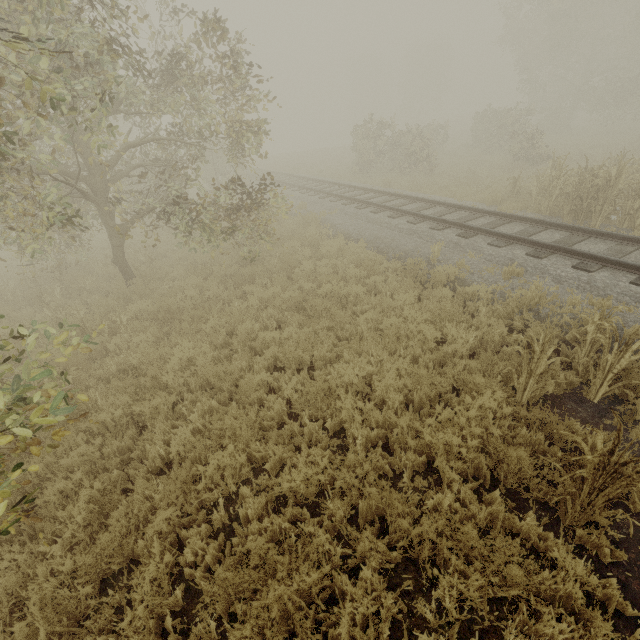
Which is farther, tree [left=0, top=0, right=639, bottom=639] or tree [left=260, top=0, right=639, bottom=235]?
tree [left=260, top=0, right=639, bottom=235]

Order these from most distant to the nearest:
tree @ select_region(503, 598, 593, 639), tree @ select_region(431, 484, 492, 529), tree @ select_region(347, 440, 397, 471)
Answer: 1. tree @ select_region(347, 440, 397, 471)
2. tree @ select_region(431, 484, 492, 529)
3. tree @ select_region(503, 598, 593, 639)

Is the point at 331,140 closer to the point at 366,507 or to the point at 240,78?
the point at 240,78

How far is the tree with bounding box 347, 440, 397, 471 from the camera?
3.97m

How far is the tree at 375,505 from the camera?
3.41m

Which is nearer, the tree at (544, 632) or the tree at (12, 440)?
the tree at (544, 632)
